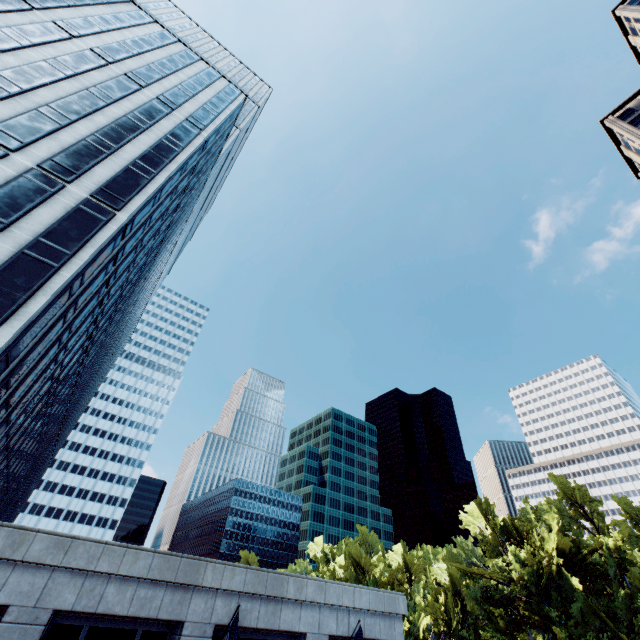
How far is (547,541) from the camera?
36.8 meters

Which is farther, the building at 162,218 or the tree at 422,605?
the tree at 422,605

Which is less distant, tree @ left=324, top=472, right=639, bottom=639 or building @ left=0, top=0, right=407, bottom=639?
building @ left=0, top=0, right=407, bottom=639
